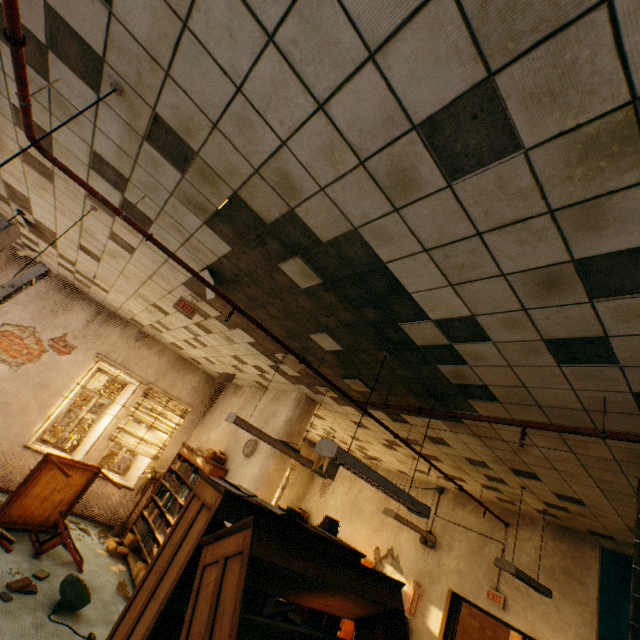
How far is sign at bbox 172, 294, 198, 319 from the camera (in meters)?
4.34

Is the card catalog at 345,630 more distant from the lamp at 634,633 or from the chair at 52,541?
the lamp at 634,633

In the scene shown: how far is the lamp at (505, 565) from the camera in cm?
434

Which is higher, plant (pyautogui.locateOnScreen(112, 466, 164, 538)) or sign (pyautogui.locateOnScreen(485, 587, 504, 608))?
sign (pyautogui.locateOnScreen(485, 587, 504, 608))

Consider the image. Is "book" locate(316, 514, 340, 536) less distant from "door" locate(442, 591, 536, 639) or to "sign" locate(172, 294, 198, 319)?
"sign" locate(172, 294, 198, 319)

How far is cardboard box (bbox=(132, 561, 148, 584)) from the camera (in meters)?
5.38

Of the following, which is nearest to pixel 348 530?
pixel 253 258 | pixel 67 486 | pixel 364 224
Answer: pixel 67 486

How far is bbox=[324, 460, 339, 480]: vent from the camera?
10.17m
